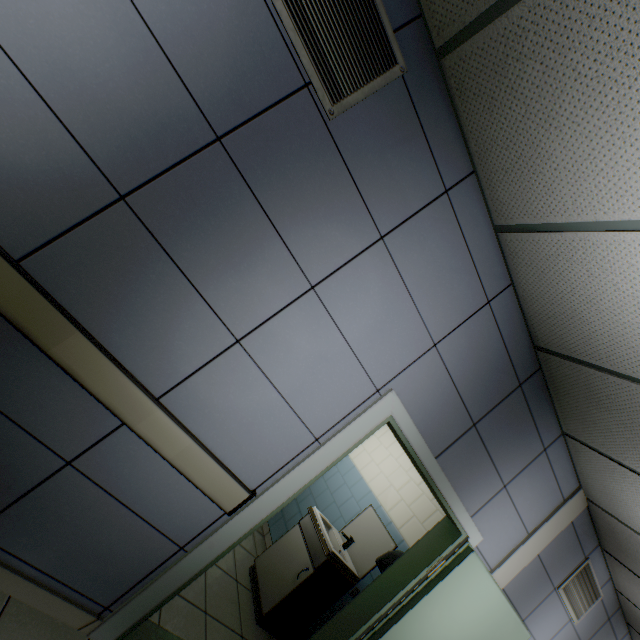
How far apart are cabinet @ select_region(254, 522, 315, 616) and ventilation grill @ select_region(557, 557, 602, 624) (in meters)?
2.72

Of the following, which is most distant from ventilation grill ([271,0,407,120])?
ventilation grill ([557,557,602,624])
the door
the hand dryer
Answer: ventilation grill ([557,557,602,624])

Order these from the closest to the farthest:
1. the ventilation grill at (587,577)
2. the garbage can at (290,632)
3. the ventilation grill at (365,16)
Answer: the ventilation grill at (365,16), the garbage can at (290,632), the ventilation grill at (587,577)

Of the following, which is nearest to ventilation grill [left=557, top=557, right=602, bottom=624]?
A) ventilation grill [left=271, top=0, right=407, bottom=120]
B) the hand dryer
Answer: the hand dryer

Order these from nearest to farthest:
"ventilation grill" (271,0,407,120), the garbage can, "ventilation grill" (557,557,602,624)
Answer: "ventilation grill" (271,0,407,120), the garbage can, "ventilation grill" (557,557,602,624)

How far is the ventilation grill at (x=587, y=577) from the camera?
3.5m

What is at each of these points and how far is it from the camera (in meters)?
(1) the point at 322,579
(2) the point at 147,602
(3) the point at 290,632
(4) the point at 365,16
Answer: (1) sink, 3.23
(2) door, 1.83
(3) garbage can, 2.95
(4) ventilation grill, 1.49

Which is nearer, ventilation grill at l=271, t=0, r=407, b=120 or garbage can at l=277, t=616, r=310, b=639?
ventilation grill at l=271, t=0, r=407, b=120
